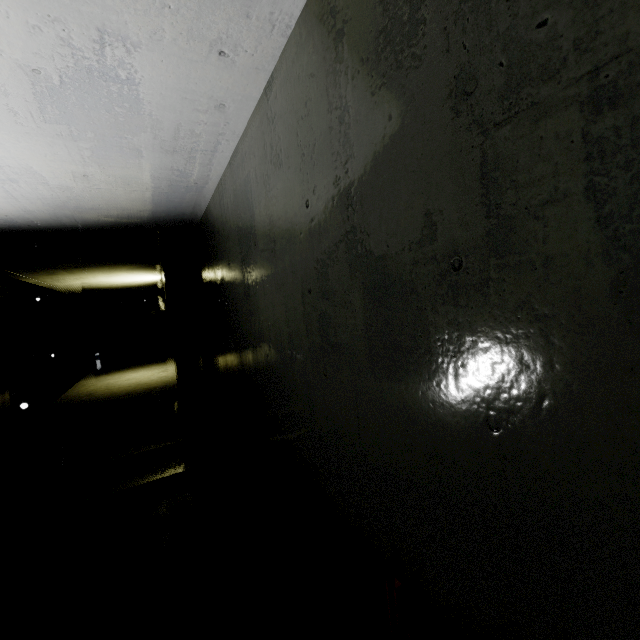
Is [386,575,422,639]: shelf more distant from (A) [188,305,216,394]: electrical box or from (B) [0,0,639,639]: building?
(A) [188,305,216,394]: electrical box

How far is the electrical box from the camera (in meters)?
5.53

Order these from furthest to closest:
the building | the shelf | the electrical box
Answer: the electrical box < the shelf < the building

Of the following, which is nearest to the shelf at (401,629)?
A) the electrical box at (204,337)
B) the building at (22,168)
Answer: the building at (22,168)

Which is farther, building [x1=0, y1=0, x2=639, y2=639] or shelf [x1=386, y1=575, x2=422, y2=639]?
shelf [x1=386, y1=575, x2=422, y2=639]

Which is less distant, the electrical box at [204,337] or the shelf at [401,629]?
the shelf at [401,629]

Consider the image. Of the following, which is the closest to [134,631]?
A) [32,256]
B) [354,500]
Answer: [354,500]
